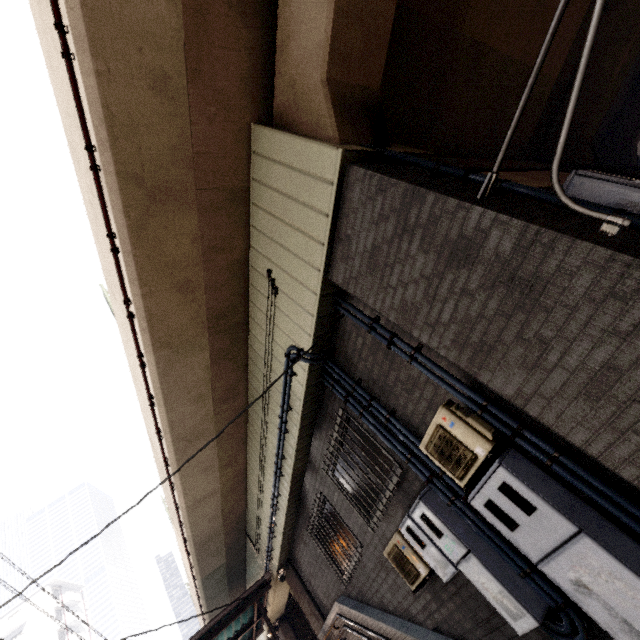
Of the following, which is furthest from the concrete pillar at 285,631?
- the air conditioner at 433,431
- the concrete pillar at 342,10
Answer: the concrete pillar at 342,10

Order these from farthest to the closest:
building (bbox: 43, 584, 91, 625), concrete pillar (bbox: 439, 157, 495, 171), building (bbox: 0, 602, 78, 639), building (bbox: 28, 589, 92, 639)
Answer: building (bbox: 43, 584, 91, 625), building (bbox: 28, 589, 92, 639), building (bbox: 0, 602, 78, 639), concrete pillar (bbox: 439, 157, 495, 171)

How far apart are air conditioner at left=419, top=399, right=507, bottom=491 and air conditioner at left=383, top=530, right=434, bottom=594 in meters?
1.6

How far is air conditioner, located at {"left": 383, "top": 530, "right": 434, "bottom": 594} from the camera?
4.3 meters

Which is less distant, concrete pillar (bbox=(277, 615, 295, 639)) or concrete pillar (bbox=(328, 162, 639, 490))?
concrete pillar (bbox=(328, 162, 639, 490))

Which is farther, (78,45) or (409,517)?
(409,517)

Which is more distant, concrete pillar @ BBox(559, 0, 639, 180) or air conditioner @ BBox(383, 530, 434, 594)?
concrete pillar @ BBox(559, 0, 639, 180)

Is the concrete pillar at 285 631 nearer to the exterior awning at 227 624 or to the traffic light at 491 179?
the exterior awning at 227 624
